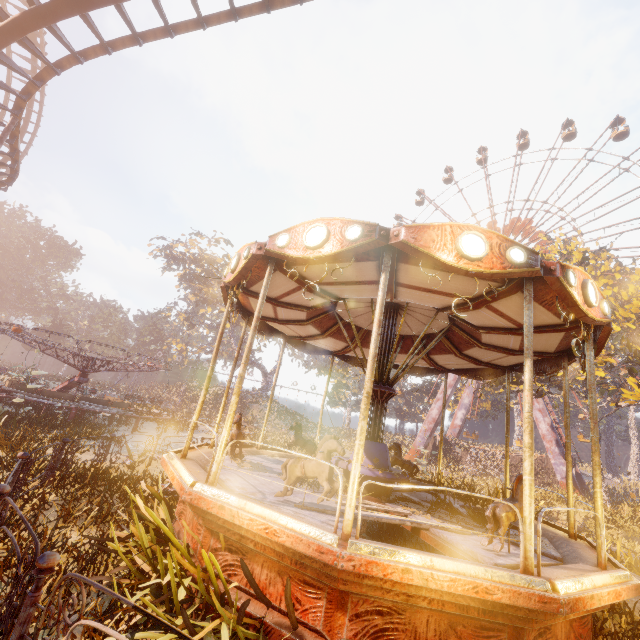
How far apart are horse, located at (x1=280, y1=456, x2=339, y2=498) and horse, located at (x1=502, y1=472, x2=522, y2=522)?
2.0m

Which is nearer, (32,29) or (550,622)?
(550,622)

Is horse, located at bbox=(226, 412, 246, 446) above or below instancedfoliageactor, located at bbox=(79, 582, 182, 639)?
above

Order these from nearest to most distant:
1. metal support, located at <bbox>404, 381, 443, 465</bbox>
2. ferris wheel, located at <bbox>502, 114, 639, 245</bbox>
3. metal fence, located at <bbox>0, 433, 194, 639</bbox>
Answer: metal fence, located at <bbox>0, 433, 194, 639</bbox>
metal support, located at <bbox>404, 381, 443, 465</bbox>
ferris wheel, located at <bbox>502, 114, 639, 245</bbox>

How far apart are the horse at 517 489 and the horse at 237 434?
4.5m

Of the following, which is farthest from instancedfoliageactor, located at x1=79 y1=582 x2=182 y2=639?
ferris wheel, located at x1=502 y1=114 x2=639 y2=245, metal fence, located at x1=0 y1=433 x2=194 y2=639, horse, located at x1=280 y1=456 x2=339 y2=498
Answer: ferris wheel, located at x1=502 y1=114 x2=639 y2=245

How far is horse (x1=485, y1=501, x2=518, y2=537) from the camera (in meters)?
4.24

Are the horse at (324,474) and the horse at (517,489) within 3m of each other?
yes
